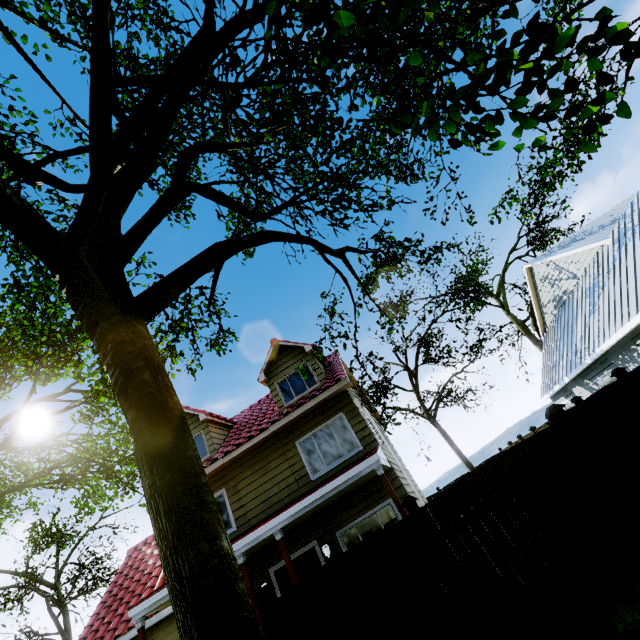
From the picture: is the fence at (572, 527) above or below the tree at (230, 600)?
below

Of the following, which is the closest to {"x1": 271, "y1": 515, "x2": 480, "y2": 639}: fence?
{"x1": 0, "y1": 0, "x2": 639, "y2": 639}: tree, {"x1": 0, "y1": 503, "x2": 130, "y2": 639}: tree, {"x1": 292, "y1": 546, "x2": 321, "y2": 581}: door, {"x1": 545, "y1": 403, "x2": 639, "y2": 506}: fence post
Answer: {"x1": 545, "y1": 403, "x2": 639, "y2": 506}: fence post

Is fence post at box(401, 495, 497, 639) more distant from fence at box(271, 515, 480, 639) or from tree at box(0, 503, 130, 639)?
tree at box(0, 503, 130, 639)

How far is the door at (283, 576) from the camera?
9.5m

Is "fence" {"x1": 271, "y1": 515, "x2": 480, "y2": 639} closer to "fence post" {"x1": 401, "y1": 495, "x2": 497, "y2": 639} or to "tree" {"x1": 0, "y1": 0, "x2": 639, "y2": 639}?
"fence post" {"x1": 401, "y1": 495, "x2": 497, "y2": 639}

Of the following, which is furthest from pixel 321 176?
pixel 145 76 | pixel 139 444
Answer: pixel 139 444

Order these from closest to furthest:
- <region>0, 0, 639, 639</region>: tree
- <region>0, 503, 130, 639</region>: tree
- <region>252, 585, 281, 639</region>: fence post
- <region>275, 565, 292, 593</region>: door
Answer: <region>0, 0, 639, 639</region>: tree < <region>252, 585, 281, 639</region>: fence post < <region>275, 565, 292, 593</region>: door < <region>0, 503, 130, 639</region>: tree

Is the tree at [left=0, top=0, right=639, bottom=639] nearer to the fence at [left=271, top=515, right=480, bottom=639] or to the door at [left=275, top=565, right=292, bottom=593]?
the fence at [left=271, top=515, right=480, bottom=639]
